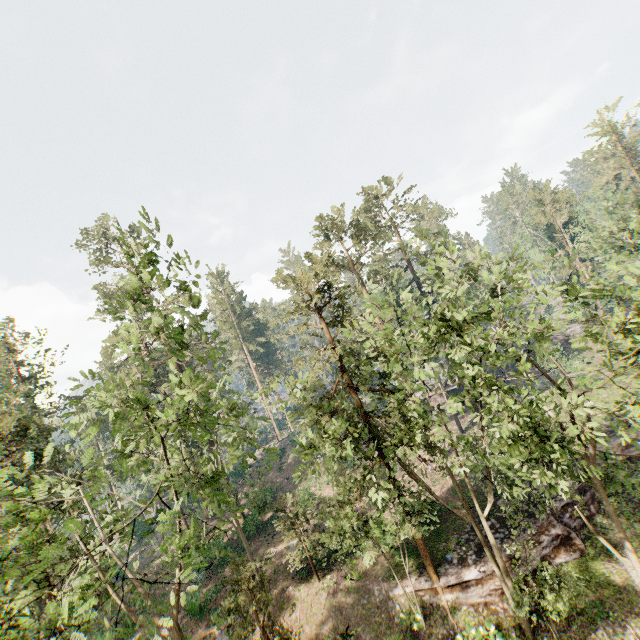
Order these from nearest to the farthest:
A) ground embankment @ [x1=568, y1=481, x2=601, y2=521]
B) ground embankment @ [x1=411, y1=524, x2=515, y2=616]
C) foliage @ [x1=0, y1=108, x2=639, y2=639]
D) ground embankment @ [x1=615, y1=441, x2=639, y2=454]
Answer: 1. foliage @ [x1=0, y1=108, x2=639, y2=639]
2. ground embankment @ [x1=411, y1=524, x2=515, y2=616]
3. ground embankment @ [x1=568, y1=481, x2=601, y2=521]
4. ground embankment @ [x1=615, y1=441, x2=639, y2=454]

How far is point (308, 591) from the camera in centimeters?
2197cm

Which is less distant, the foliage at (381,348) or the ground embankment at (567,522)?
the foliage at (381,348)

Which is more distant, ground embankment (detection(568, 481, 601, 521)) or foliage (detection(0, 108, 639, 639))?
ground embankment (detection(568, 481, 601, 521))

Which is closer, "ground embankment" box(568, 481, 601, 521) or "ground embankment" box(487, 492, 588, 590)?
"ground embankment" box(487, 492, 588, 590)

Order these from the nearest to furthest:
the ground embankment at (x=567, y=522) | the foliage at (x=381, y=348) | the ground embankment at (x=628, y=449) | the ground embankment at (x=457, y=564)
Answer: the foliage at (x=381, y=348) < the ground embankment at (x=457, y=564) < the ground embankment at (x=567, y=522) < the ground embankment at (x=628, y=449)
